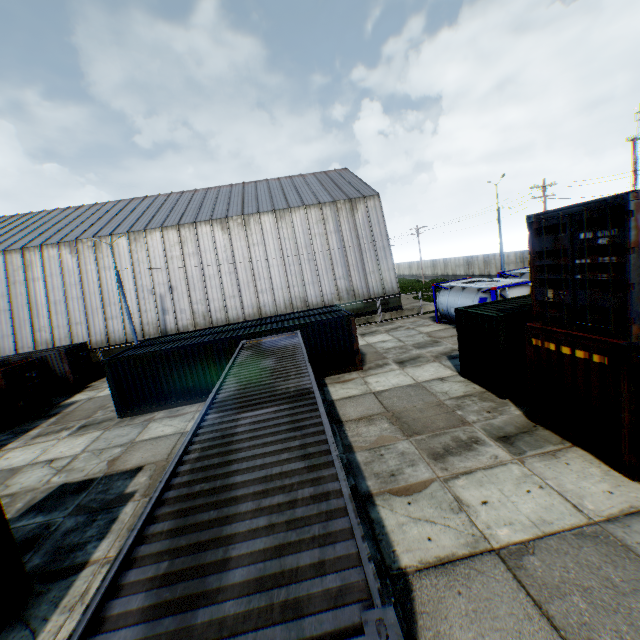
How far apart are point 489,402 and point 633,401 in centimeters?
476cm

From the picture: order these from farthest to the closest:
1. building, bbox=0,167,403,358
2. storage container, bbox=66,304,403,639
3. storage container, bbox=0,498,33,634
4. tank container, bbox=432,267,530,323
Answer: building, bbox=0,167,403,358 < tank container, bbox=432,267,530,323 < storage container, bbox=0,498,33,634 < storage container, bbox=66,304,403,639

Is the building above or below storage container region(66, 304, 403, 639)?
above

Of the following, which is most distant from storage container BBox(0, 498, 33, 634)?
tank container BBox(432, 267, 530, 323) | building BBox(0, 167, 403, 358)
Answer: building BBox(0, 167, 403, 358)

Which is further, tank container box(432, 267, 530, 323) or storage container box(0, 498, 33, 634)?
tank container box(432, 267, 530, 323)

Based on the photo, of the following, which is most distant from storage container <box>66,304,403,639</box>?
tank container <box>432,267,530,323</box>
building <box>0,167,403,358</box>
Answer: building <box>0,167,403,358</box>

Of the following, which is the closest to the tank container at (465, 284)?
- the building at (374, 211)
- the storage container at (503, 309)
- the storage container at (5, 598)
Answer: the building at (374, 211)

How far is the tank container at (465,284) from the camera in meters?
17.1
